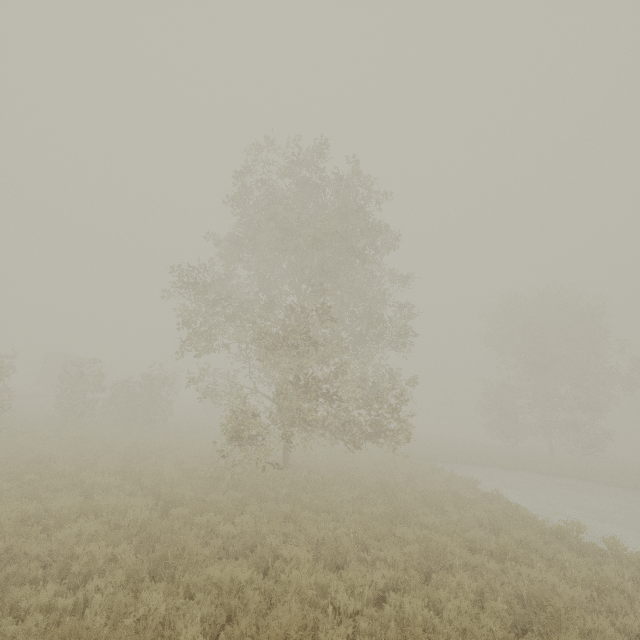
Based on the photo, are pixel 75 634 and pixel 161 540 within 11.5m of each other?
yes

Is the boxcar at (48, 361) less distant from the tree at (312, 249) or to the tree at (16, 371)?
the tree at (16, 371)

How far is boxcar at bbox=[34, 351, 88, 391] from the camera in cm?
3694

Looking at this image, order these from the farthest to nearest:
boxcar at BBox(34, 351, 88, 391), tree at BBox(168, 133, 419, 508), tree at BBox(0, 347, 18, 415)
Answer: boxcar at BBox(34, 351, 88, 391) < tree at BBox(0, 347, 18, 415) < tree at BBox(168, 133, 419, 508)

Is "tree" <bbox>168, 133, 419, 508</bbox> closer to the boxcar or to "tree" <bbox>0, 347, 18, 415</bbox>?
"tree" <bbox>0, 347, 18, 415</bbox>

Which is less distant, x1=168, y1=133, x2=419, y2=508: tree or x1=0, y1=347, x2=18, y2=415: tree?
x1=168, y1=133, x2=419, y2=508: tree

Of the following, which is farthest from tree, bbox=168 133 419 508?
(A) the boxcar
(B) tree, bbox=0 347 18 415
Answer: (A) the boxcar
